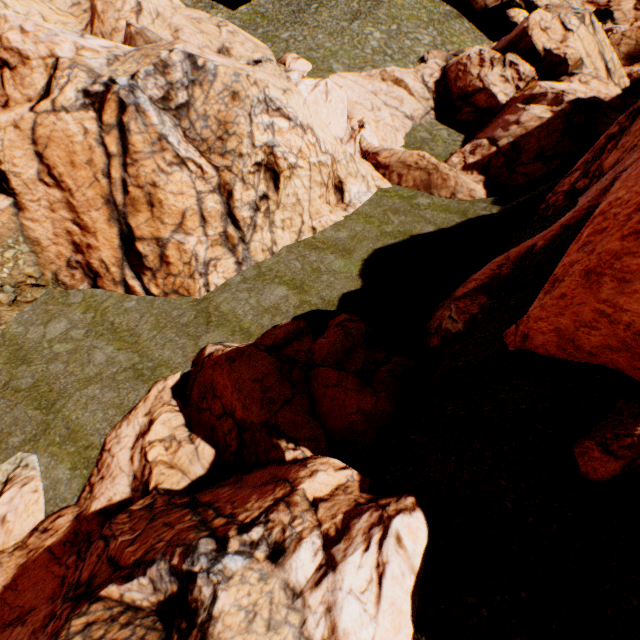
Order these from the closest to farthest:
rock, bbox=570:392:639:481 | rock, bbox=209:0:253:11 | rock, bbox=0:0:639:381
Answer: rock, bbox=570:392:639:481, rock, bbox=0:0:639:381, rock, bbox=209:0:253:11

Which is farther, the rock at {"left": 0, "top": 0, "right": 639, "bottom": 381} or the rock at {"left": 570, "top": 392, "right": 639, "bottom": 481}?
the rock at {"left": 0, "top": 0, "right": 639, "bottom": 381}

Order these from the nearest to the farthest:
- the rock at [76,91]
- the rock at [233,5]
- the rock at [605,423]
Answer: the rock at [605,423], the rock at [76,91], the rock at [233,5]

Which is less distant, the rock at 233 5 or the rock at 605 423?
the rock at 605 423

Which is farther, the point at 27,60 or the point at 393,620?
the point at 27,60
